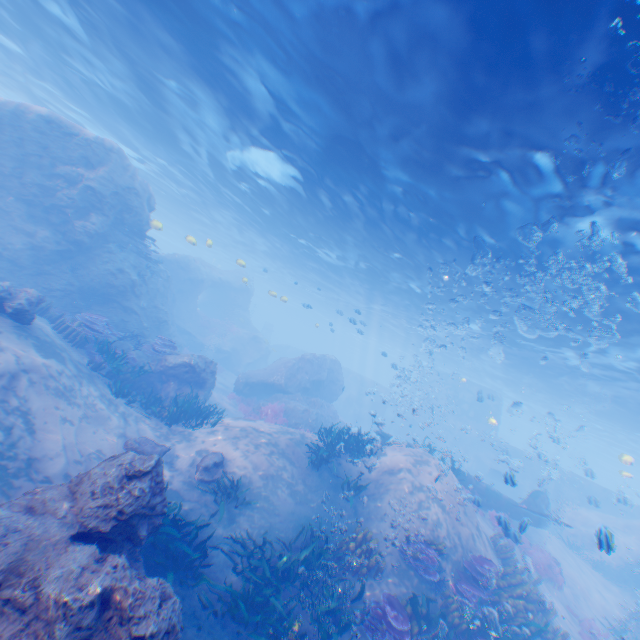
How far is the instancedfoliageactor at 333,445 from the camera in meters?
11.8 m

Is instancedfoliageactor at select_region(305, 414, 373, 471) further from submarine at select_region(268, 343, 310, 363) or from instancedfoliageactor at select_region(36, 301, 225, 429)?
instancedfoliageactor at select_region(36, 301, 225, 429)

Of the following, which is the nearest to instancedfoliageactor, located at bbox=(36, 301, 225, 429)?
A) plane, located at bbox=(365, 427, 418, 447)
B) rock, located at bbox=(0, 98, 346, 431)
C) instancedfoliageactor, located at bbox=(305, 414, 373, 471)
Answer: rock, located at bbox=(0, 98, 346, 431)

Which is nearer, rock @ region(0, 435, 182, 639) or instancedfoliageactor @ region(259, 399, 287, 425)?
rock @ region(0, 435, 182, 639)

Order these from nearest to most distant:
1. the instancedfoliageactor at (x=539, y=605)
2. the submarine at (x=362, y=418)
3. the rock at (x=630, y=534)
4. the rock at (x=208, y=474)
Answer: the instancedfoliageactor at (x=539, y=605), the rock at (x=630, y=534), the rock at (x=208, y=474), the submarine at (x=362, y=418)

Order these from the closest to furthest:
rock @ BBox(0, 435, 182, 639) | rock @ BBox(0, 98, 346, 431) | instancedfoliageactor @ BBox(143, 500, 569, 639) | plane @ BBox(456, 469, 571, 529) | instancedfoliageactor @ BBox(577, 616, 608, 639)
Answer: rock @ BBox(0, 435, 182, 639) < instancedfoliageactor @ BBox(143, 500, 569, 639) < instancedfoliageactor @ BBox(577, 616, 608, 639) < rock @ BBox(0, 98, 346, 431) < plane @ BBox(456, 469, 571, 529)

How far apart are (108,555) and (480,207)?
13.56m
